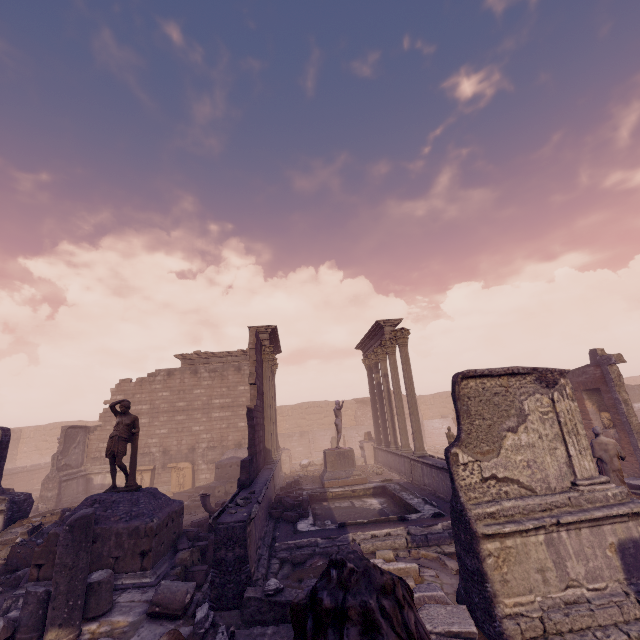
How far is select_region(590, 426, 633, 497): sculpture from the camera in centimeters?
741cm

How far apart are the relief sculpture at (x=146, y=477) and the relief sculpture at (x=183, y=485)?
0.72m

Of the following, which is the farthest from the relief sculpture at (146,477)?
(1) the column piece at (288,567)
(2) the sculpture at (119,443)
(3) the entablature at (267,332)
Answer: (1) the column piece at (288,567)

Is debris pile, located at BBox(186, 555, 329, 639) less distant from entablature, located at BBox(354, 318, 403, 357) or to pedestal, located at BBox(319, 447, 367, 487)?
pedestal, located at BBox(319, 447, 367, 487)

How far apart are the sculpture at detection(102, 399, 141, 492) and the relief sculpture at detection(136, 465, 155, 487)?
11.3 meters

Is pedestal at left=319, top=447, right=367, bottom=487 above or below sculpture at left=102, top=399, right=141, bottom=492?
below

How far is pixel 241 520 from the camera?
6.16m

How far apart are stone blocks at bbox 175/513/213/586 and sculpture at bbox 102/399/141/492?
1.62m
